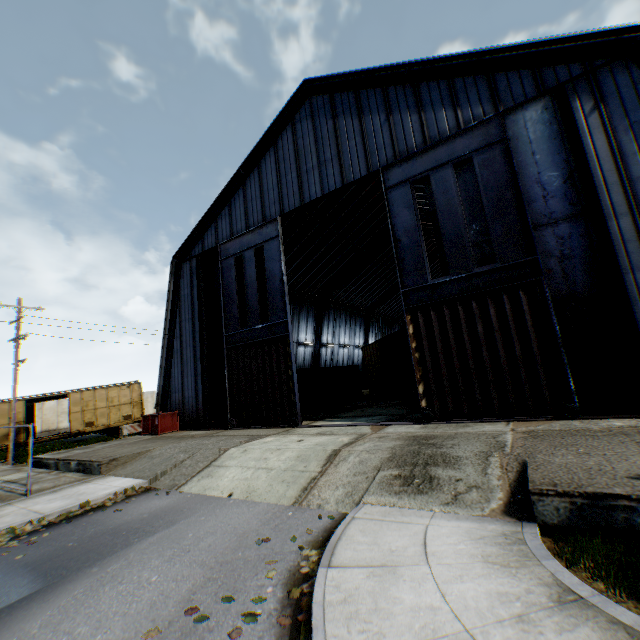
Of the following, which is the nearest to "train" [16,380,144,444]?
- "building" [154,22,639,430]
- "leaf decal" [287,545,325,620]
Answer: "building" [154,22,639,430]

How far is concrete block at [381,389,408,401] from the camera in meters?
22.3

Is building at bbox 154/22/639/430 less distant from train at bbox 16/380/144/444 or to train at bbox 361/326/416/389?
train at bbox 361/326/416/389

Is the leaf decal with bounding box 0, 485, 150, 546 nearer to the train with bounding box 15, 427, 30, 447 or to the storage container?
the storage container

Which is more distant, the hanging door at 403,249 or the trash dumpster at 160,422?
the trash dumpster at 160,422

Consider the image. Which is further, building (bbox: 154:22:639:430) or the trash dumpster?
the trash dumpster

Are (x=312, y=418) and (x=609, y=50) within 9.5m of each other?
no

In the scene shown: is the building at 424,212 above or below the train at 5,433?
above
